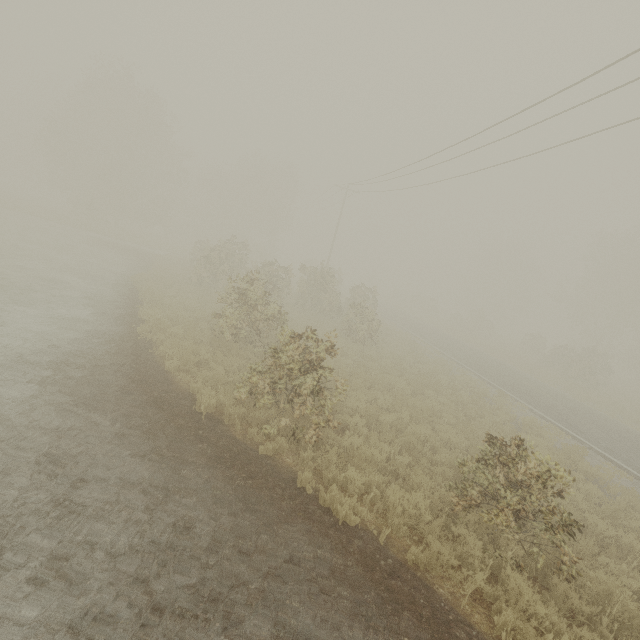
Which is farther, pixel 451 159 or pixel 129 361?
pixel 451 159

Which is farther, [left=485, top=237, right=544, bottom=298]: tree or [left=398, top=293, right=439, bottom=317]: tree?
[left=485, top=237, right=544, bottom=298]: tree

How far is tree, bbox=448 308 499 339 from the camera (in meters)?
41.41

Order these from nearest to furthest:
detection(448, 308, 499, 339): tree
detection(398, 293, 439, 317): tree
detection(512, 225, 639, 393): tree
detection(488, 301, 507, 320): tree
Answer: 1. detection(512, 225, 639, 393): tree
2. detection(448, 308, 499, 339): tree
3. detection(398, 293, 439, 317): tree
4. detection(488, 301, 507, 320): tree

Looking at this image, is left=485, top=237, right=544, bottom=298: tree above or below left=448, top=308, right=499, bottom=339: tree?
above

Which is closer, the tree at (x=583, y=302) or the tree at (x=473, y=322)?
the tree at (x=583, y=302)
